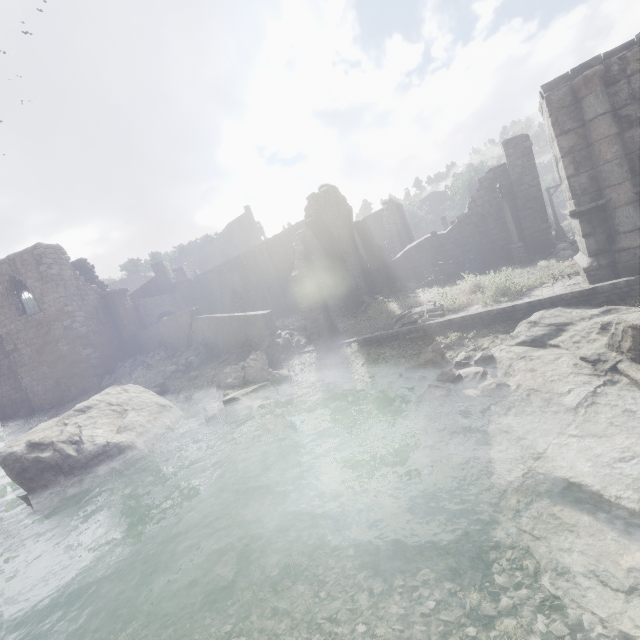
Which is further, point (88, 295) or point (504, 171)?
point (88, 295)

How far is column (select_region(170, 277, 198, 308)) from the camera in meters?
32.9 m

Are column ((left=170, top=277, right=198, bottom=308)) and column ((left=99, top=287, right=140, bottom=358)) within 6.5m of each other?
A: yes

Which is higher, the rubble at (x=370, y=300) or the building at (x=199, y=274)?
the building at (x=199, y=274)

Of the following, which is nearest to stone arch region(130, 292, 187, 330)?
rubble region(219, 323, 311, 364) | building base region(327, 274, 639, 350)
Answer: rubble region(219, 323, 311, 364)

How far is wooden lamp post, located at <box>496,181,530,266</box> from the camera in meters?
17.6 m

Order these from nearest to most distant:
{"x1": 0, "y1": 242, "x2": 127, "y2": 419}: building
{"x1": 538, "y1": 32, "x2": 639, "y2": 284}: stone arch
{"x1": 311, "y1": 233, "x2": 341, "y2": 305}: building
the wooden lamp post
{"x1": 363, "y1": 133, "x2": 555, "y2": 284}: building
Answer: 1. {"x1": 538, "y1": 32, "x2": 639, "y2": 284}: stone arch
2. the wooden lamp post
3. {"x1": 363, "y1": 133, "x2": 555, "y2": 284}: building
4. {"x1": 0, "y1": 242, "x2": 127, "y2": 419}: building
5. {"x1": 311, "y1": 233, "x2": 341, "y2": 305}: building

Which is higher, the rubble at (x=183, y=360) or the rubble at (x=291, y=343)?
the rubble at (x=183, y=360)
